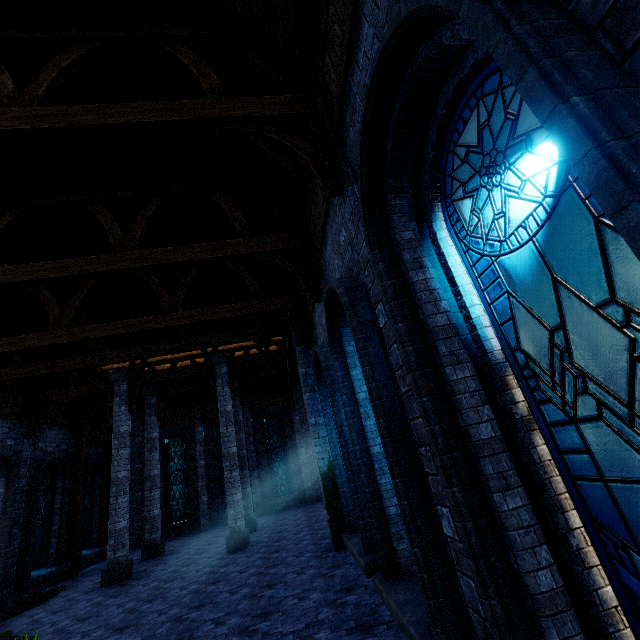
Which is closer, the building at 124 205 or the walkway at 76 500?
the building at 124 205

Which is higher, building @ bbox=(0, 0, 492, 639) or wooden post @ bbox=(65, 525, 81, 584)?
building @ bbox=(0, 0, 492, 639)

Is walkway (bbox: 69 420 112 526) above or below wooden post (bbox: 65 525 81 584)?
above

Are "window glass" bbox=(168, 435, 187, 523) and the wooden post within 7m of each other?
yes

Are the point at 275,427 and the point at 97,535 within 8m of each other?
no

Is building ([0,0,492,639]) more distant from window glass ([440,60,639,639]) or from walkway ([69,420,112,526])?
window glass ([440,60,639,639])

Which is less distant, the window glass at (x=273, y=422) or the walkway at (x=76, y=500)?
the walkway at (x=76, y=500)

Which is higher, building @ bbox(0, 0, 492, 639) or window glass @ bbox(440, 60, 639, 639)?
building @ bbox(0, 0, 492, 639)
